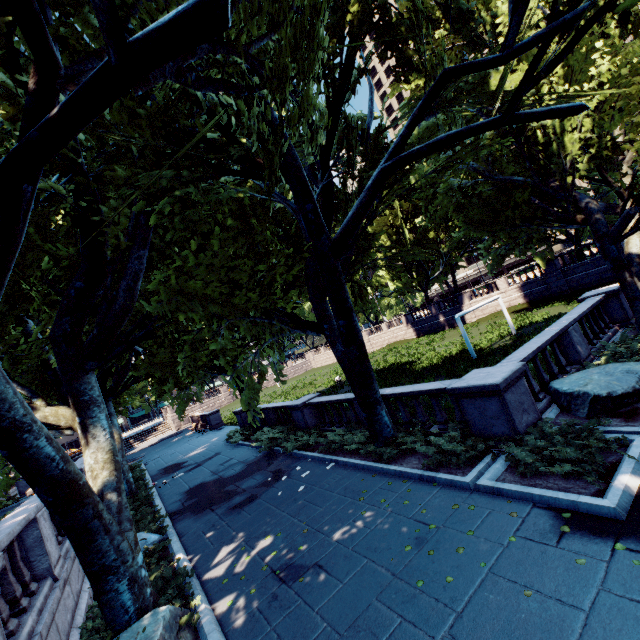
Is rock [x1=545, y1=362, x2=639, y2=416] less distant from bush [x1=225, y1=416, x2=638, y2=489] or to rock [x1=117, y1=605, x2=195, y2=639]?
bush [x1=225, y1=416, x2=638, y2=489]

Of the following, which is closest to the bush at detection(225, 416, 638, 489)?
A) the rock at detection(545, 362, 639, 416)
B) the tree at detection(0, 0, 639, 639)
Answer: the tree at detection(0, 0, 639, 639)

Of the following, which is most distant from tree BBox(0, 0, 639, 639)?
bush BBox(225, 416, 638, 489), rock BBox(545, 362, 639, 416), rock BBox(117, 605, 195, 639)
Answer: rock BBox(545, 362, 639, 416)

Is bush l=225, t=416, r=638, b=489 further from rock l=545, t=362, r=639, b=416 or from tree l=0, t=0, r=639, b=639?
rock l=545, t=362, r=639, b=416

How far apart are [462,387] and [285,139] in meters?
7.6 m

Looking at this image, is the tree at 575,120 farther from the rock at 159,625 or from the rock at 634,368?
the rock at 634,368

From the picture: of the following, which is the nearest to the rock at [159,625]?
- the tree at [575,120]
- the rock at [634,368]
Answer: the tree at [575,120]

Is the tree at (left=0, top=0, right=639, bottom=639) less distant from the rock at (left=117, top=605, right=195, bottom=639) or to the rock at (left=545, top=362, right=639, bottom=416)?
the rock at (left=117, top=605, right=195, bottom=639)
